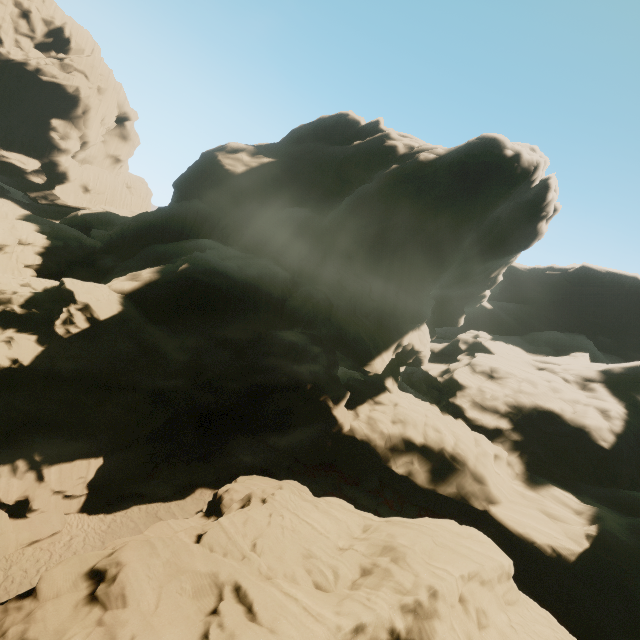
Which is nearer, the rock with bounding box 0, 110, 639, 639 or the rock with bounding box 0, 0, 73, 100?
the rock with bounding box 0, 110, 639, 639

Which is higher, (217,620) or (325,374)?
(325,374)

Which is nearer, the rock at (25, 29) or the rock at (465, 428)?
the rock at (465, 428)
